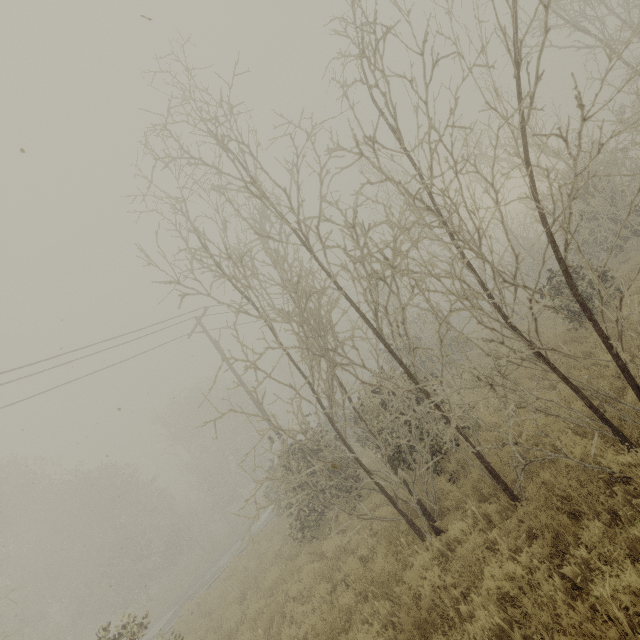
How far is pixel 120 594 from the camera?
24.5m
